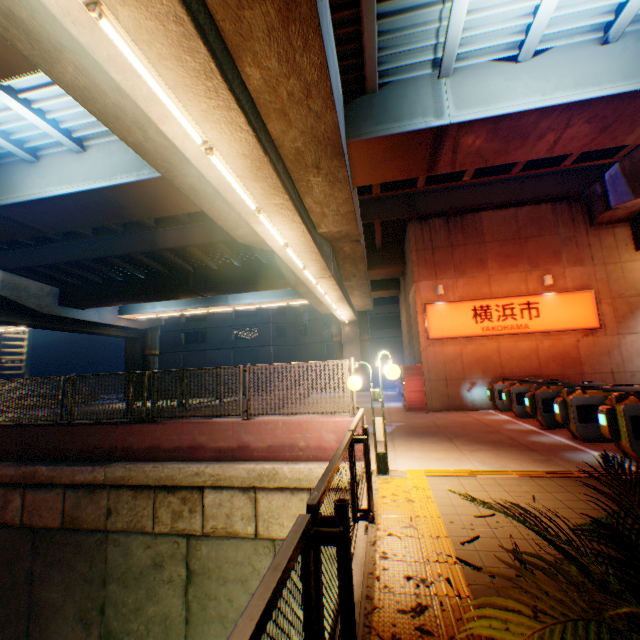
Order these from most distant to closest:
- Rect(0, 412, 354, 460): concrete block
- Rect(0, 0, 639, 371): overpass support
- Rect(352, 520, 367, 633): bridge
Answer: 1. Rect(0, 412, 354, 460): concrete block
2. Rect(0, 0, 639, 371): overpass support
3. Rect(352, 520, 367, 633): bridge

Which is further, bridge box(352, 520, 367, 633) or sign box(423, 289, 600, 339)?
sign box(423, 289, 600, 339)

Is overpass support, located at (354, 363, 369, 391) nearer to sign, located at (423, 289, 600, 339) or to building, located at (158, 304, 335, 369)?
sign, located at (423, 289, 600, 339)

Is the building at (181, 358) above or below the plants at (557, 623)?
above

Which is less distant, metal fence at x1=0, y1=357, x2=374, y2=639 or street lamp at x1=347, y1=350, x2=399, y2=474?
metal fence at x1=0, y1=357, x2=374, y2=639

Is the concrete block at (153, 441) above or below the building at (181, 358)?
below

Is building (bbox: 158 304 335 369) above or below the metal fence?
above

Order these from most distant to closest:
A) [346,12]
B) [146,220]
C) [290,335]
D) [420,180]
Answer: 1. [290,335]
2. [146,220]
3. [420,180]
4. [346,12]
